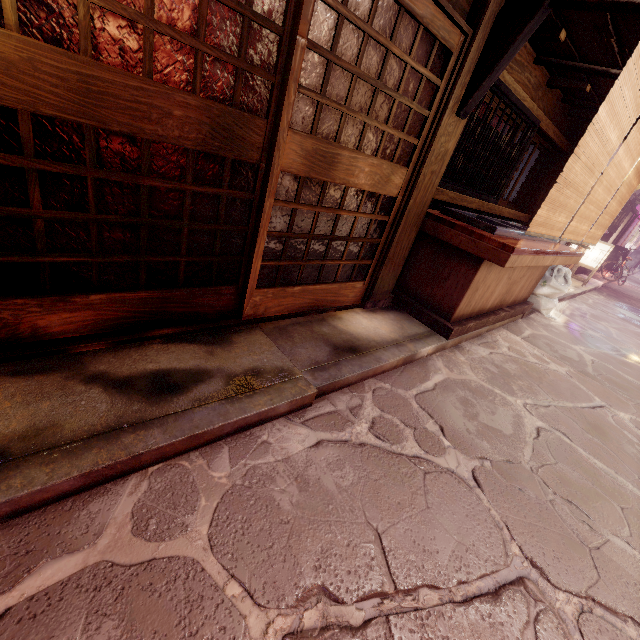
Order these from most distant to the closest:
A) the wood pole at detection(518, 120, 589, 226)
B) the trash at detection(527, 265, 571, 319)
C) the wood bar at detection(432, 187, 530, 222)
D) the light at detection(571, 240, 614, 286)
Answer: the light at detection(571, 240, 614, 286), the trash at detection(527, 265, 571, 319), the wood pole at detection(518, 120, 589, 226), the wood bar at detection(432, 187, 530, 222)

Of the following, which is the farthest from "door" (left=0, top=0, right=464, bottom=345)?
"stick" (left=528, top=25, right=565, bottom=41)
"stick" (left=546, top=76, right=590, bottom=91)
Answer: "stick" (left=546, top=76, right=590, bottom=91)

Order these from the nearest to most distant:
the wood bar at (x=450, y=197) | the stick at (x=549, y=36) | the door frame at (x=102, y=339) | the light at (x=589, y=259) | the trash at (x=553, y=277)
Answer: the door frame at (x=102, y=339), the stick at (x=549, y=36), the wood bar at (x=450, y=197), the trash at (x=553, y=277), the light at (x=589, y=259)

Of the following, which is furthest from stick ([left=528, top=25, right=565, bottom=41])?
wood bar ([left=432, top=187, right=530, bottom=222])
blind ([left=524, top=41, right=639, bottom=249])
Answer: wood bar ([left=432, top=187, right=530, bottom=222])

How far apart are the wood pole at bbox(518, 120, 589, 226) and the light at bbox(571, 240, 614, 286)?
10.45m

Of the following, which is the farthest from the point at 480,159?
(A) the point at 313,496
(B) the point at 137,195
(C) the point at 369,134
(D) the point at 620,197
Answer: (A) the point at 313,496

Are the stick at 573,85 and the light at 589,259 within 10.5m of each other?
no

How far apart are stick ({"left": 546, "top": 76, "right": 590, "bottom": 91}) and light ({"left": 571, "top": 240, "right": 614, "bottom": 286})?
15.95m
